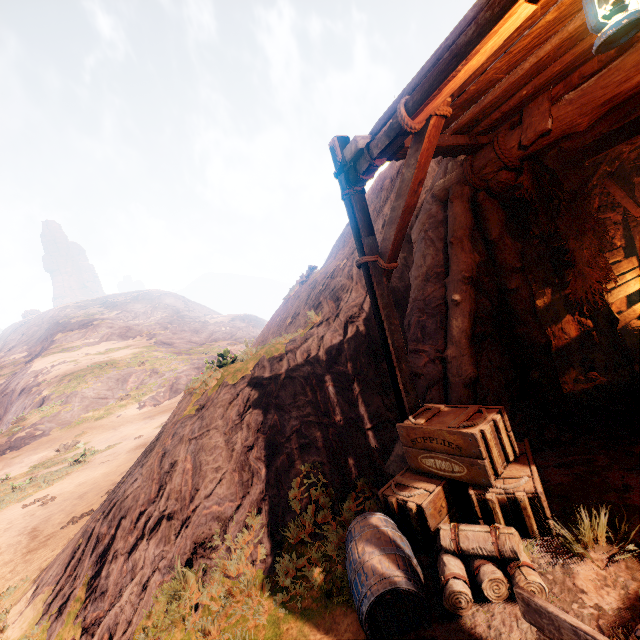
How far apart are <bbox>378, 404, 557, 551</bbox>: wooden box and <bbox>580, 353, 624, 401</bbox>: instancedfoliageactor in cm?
314

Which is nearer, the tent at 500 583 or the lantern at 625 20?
the lantern at 625 20

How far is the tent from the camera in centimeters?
269cm

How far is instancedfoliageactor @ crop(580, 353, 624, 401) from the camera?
5.25m

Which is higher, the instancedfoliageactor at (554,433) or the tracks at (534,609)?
the tracks at (534,609)

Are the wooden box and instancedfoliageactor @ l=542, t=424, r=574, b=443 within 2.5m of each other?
yes

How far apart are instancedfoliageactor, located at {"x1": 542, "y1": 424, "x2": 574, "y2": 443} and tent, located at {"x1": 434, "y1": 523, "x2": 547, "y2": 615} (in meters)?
1.78

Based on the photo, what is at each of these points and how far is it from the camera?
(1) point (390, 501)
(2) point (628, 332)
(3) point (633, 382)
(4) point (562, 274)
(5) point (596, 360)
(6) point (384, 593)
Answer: (1) wooden box, 3.7 meters
(2) barrel, 6.7 meters
(3) instancedfoliageactor, 5.5 meters
(4) z, 6.0 meters
(5) instancedfoliageactor, 7.0 meters
(6) barrel, 2.7 meters
